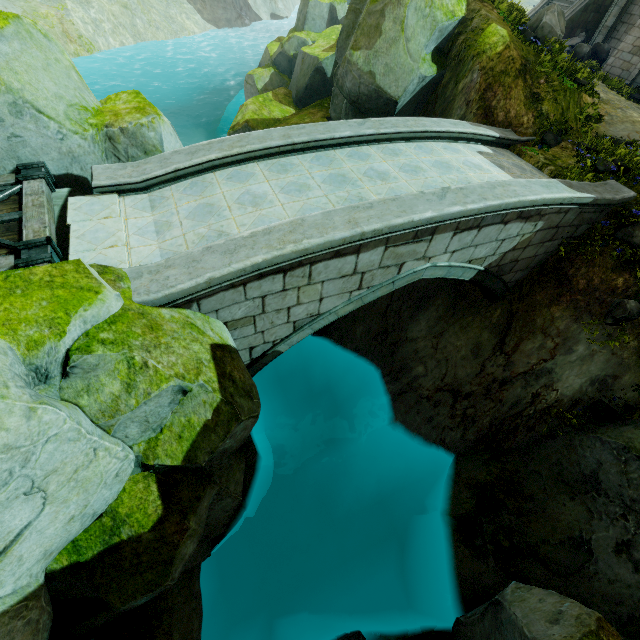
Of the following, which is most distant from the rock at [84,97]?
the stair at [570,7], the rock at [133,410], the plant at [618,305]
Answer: the stair at [570,7]

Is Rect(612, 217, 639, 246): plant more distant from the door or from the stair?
the stair

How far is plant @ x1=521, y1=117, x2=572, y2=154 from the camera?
9.34m

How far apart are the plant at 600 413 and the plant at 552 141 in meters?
7.1 m

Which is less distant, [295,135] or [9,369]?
[9,369]

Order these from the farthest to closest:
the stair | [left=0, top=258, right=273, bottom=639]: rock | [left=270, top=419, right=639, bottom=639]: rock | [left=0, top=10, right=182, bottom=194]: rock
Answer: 1. the stair
2. [left=270, top=419, right=639, bottom=639]: rock
3. [left=0, top=10, right=182, bottom=194]: rock
4. [left=0, top=258, right=273, bottom=639]: rock

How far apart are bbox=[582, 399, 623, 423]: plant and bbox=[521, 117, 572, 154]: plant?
7.1m

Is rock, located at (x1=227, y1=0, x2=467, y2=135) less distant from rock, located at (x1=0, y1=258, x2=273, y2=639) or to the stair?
rock, located at (x1=0, y1=258, x2=273, y2=639)
